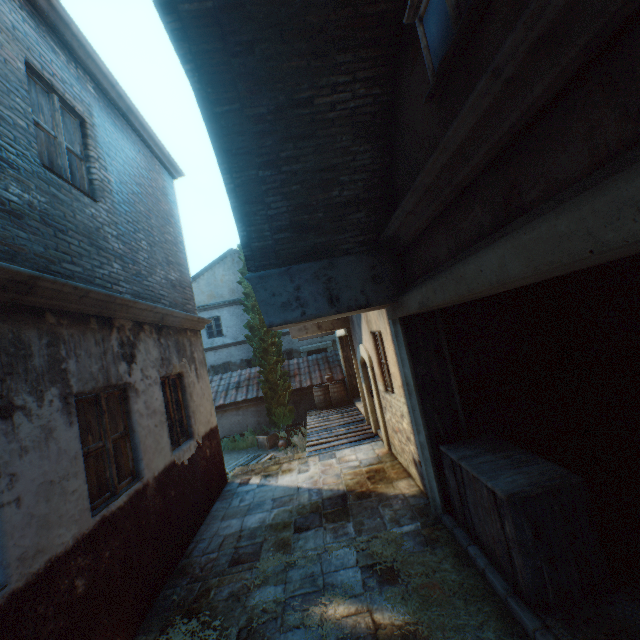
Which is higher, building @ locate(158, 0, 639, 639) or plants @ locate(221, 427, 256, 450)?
building @ locate(158, 0, 639, 639)

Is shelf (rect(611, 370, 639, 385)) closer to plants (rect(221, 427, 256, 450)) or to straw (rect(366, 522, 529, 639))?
straw (rect(366, 522, 529, 639))

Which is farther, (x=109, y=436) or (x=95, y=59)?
(x=95, y=59)

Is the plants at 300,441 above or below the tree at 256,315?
below

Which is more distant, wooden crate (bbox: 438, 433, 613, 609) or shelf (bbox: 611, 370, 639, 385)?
shelf (bbox: 611, 370, 639, 385)

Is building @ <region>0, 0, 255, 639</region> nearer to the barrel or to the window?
the window

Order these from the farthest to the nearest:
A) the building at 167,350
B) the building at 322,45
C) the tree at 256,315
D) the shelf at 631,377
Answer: the tree at 256,315, the shelf at 631,377, the building at 167,350, the building at 322,45

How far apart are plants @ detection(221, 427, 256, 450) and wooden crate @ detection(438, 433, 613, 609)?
10.6m
